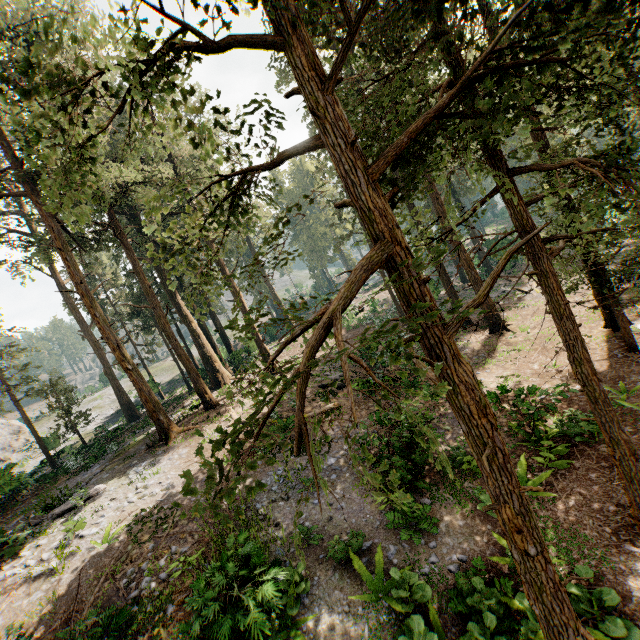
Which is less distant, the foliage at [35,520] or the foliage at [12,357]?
the foliage at [35,520]

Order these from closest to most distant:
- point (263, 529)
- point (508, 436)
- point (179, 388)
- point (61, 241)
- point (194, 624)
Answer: point (194, 624), point (263, 529), point (508, 436), point (61, 241), point (179, 388)

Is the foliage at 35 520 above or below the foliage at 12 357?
below

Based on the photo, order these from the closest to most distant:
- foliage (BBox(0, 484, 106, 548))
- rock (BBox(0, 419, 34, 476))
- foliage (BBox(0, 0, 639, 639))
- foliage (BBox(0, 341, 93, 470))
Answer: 1. foliage (BBox(0, 0, 639, 639))
2. foliage (BBox(0, 484, 106, 548))
3. foliage (BBox(0, 341, 93, 470))
4. rock (BBox(0, 419, 34, 476))

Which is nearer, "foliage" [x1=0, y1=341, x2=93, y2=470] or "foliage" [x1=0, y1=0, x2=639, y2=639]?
"foliage" [x1=0, y1=0, x2=639, y2=639]

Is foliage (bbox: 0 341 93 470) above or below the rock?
above
